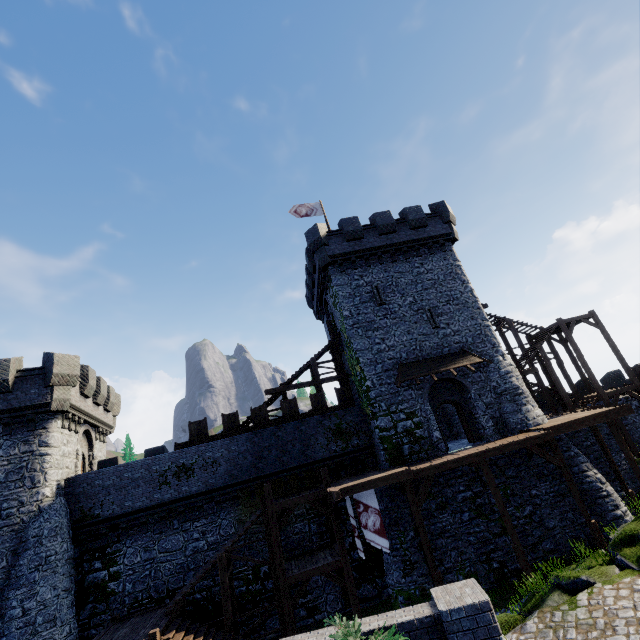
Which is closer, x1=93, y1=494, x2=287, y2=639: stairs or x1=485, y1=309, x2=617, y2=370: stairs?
x1=93, y1=494, x2=287, y2=639: stairs

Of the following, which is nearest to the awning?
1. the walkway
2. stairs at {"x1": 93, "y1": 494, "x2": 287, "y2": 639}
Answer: the walkway

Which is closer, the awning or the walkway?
the walkway

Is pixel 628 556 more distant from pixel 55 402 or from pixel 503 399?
pixel 55 402

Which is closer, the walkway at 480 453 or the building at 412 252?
the walkway at 480 453

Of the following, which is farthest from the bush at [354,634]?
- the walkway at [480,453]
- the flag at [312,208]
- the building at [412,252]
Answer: the flag at [312,208]

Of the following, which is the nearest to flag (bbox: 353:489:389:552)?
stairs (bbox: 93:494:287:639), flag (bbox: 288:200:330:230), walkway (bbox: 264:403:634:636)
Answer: walkway (bbox: 264:403:634:636)

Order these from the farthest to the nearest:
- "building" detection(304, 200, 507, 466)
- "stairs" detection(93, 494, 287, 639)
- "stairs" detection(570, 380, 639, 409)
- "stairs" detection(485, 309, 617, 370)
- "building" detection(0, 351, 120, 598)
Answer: "stairs" detection(485, 309, 617, 370)
"stairs" detection(570, 380, 639, 409)
"building" detection(304, 200, 507, 466)
"building" detection(0, 351, 120, 598)
"stairs" detection(93, 494, 287, 639)
